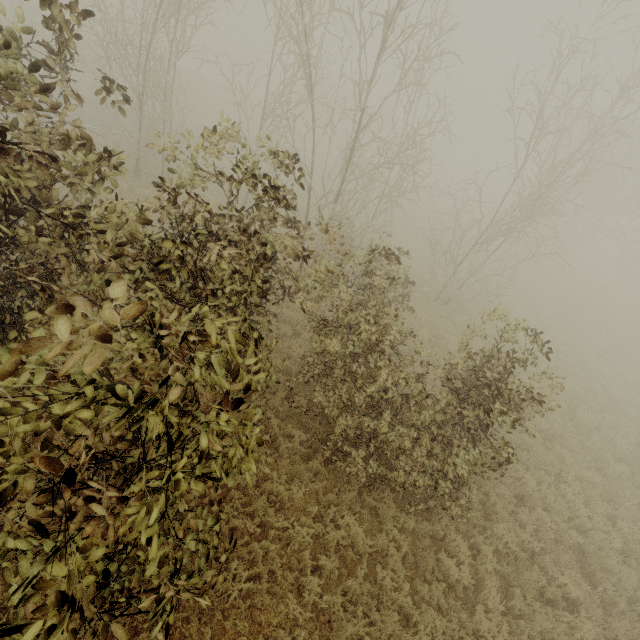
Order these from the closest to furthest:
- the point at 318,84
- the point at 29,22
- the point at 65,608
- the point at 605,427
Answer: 1. the point at 65,608
2. the point at 605,427
3. the point at 29,22
4. the point at 318,84
